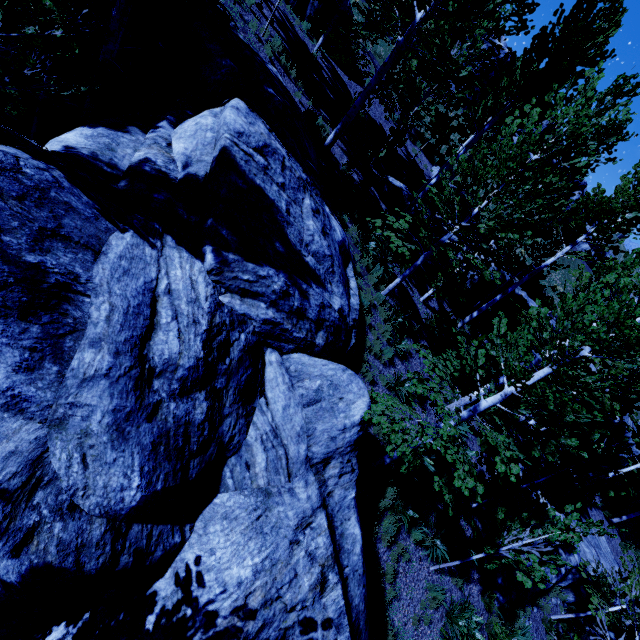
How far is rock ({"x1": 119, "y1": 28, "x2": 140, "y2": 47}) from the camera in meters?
10.1

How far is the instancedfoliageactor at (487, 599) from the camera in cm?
1024

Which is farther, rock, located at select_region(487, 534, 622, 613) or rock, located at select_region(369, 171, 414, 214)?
rock, located at select_region(369, 171, 414, 214)

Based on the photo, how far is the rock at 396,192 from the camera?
15.3m

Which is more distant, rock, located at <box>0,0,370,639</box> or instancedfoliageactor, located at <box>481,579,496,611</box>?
instancedfoliageactor, located at <box>481,579,496,611</box>

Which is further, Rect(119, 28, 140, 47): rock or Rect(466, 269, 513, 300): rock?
Rect(466, 269, 513, 300): rock

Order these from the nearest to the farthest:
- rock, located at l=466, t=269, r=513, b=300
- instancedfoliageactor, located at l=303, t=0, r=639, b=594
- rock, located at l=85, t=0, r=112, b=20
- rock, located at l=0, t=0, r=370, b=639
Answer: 1. rock, located at l=0, t=0, r=370, b=639
2. instancedfoliageactor, located at l=303, t=0, r=639, b=594
3. rock, located at l=85, t=0, r=112, b=20
4. rock, located at l=466, t=269, r=513, b=300

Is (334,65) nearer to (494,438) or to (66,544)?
(494,438)
